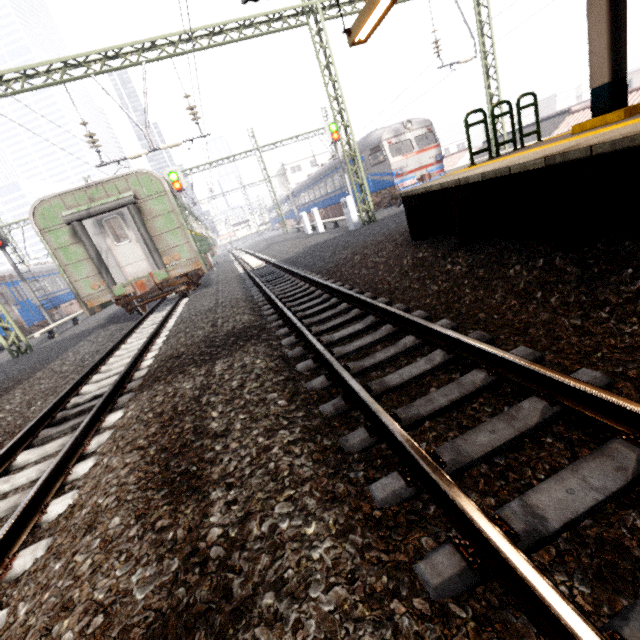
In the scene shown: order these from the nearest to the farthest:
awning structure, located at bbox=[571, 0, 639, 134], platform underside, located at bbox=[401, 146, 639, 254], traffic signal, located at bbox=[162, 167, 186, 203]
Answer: platform underside, located at bbox=[401, 146, 639, 254] < awning structure, located at bbox=[571, 0, 639, 134] < traffic signal, located at bbox=[162, 167, 186, 203]

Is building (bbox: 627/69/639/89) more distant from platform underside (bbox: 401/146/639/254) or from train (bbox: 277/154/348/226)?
platform underside (bbox: 401/146/639/254)

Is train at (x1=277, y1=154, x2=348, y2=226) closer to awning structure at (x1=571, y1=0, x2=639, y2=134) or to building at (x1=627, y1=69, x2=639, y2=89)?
awning structure at (x1=571, y1=0, x2=639, y2=134)

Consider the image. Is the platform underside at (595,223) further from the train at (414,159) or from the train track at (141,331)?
the train at (414,159)

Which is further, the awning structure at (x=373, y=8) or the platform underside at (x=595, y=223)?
the awning structure at (x=373, y=8)

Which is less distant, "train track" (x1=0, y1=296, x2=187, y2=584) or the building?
"train track" (x1=0, y1=296, x2=187, y2=584)

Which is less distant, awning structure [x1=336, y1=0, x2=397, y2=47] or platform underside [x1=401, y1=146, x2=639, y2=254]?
platform underside [x1=401, y1=146, x2=639, y2=254]

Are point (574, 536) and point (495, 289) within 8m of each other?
yes
